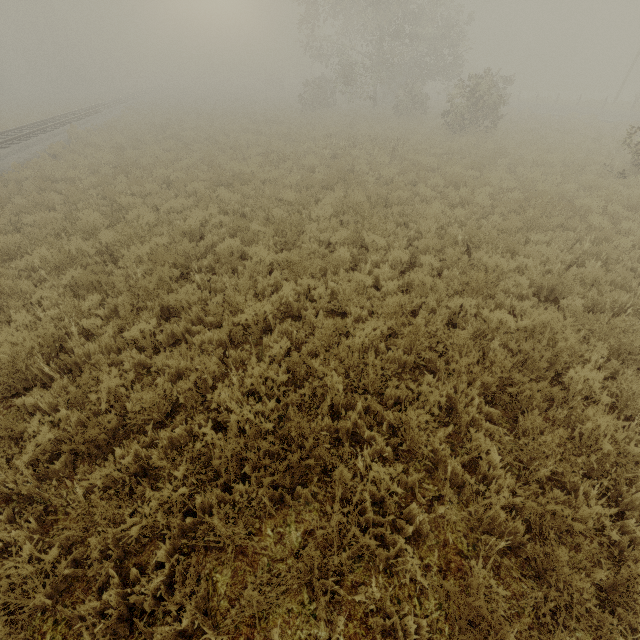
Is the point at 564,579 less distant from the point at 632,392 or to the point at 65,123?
the point at 632,392
